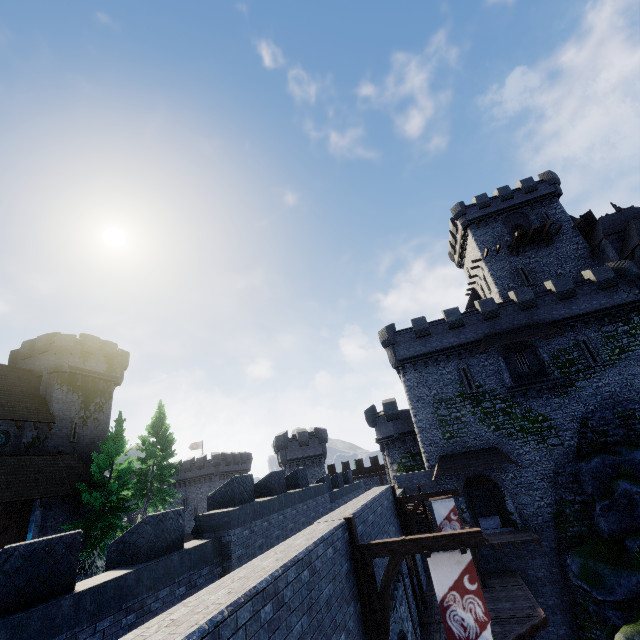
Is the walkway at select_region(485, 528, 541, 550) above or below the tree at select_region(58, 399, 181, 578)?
below

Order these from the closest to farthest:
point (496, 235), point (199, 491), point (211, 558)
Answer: point (211, 558), point (496, 235), point (199, 491)

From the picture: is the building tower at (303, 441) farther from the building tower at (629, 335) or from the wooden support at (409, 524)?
the wooden support at (409, 524)

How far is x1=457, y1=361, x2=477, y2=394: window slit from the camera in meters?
27.0

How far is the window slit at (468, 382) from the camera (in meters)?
27.05

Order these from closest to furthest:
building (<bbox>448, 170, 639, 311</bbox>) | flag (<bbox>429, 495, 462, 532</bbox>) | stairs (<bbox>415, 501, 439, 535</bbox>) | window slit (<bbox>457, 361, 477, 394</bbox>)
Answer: flag (<bbox>429, 495, 462, 532</bbox>) → stairs (<bbox>415, 501, 439, 535</bbox>) → window slit (<bbox>457, 361, 477, 394</bbox>) → building (<bbox>448, 170, 639, 311</bbox>)

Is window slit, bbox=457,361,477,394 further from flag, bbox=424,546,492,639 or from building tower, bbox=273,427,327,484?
building tower, bbox=273,427,327,484

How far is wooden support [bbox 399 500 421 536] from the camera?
16.4m
